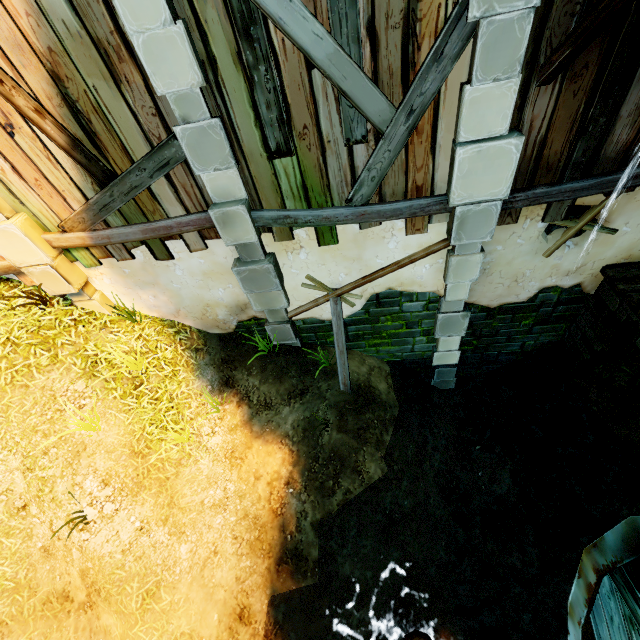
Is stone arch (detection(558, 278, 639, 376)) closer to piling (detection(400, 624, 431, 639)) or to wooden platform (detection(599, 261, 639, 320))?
wooden platform (detection(599, 261, 639, 320))

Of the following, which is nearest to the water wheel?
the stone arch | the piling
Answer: the piling

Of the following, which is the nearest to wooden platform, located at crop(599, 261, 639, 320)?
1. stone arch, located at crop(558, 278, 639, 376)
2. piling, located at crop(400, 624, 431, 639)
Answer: stone arch, located at crop(558, 278, 639, 376)

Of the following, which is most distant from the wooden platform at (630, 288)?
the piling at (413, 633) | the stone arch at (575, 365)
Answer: the piling at (413, 633)

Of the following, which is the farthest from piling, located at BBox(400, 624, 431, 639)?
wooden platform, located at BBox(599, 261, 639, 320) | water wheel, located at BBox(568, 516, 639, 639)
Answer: wooden platform, located at BBox(599, 261, 639, 320)

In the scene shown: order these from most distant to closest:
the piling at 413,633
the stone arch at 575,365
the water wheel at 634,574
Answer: the stone arch at 575,365
the piling at 413,633
the water wheel at 634,574

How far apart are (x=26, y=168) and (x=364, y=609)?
8.33m
